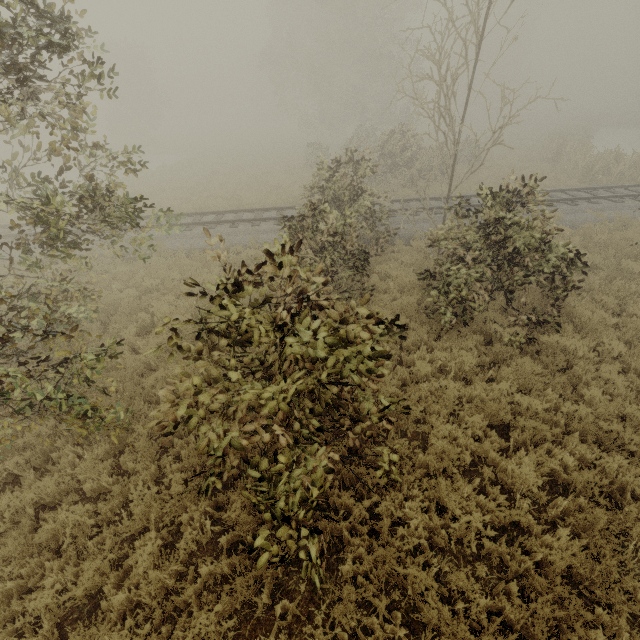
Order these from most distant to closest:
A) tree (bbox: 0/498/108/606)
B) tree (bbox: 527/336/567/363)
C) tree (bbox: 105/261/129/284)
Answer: tree (bbox: 105/261/129/284)
tree (bbox: 527/336/567/363)
tree (bbox: 0/498/108/606)

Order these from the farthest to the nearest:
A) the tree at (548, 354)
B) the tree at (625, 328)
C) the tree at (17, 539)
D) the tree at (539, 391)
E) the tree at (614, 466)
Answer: the tree at (625, 328)
the tree at (548, 354)
the tree at (539, 391)
the tree at (614, 466)
the tree at (17, 539)

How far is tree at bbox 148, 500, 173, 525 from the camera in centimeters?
463cm

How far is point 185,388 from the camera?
3.4m

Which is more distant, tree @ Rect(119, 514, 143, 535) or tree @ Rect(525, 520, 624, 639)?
tree @ Rect(119, 514, 143, 535)

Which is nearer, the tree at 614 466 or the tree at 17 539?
the tree at 17 539

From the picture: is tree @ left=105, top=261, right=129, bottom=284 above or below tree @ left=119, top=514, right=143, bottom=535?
above
